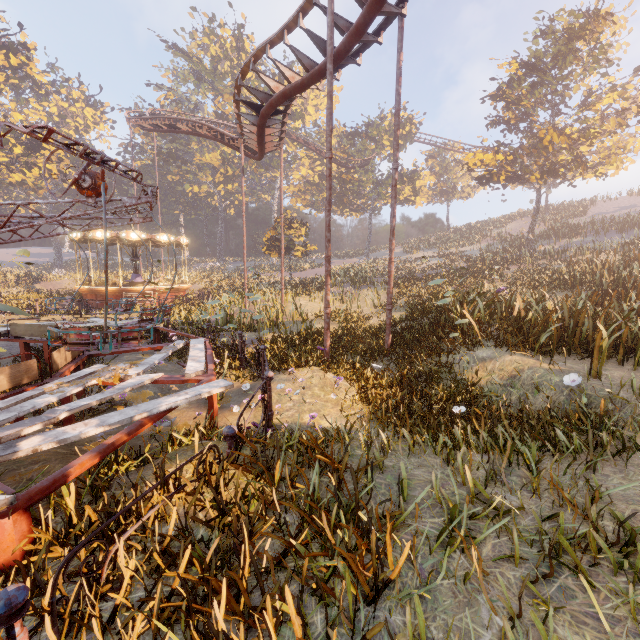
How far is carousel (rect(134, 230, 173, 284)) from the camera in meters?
21.8

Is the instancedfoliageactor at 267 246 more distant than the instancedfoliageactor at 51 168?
No

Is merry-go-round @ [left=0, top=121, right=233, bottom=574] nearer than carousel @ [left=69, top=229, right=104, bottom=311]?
Yes

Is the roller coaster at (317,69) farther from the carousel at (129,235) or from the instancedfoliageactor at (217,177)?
the instancedfoliageactor at (217,177)

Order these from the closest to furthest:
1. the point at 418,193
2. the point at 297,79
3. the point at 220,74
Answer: the point at 297,79 → the point at 418,193 → the point at 220,74

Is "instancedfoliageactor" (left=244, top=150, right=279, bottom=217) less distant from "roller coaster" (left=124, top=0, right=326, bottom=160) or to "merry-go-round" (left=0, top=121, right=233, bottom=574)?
"roller coaster" (left=124, top=0, right=326, bottom=160)

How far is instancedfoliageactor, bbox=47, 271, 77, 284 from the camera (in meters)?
37.03

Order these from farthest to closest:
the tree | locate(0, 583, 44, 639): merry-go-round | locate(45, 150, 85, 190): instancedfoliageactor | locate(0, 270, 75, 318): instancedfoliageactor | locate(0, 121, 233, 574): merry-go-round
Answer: locate(45, 150, 85, 190): instancedfoliageactor → the tree → locate(0, 270, 75, 318): instancedfoliageactor → locate(0, 121, 233, 574): merry-go-round → locate(0, 583, 44, 639): merry-go-round
